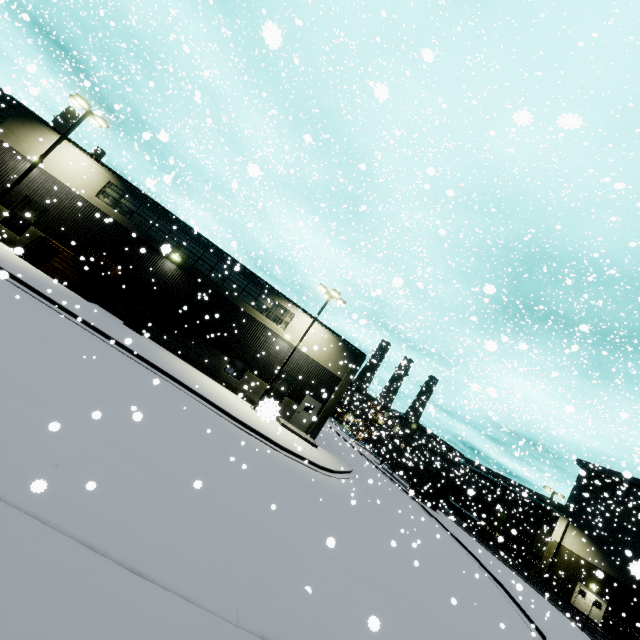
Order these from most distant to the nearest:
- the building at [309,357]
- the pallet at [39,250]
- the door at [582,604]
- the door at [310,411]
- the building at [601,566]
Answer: the door at [582,604], the building at [601,566], the door at [310,411], the building at [309,357], the pallet at [39,250]

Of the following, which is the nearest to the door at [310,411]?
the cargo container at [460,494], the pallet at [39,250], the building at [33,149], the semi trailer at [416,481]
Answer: the building at [33,149]

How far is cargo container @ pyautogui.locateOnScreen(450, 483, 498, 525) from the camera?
40.69m

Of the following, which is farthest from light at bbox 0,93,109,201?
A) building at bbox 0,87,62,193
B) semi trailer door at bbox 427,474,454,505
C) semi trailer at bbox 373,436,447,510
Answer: semi trailer door at bbox 427,474,454,505

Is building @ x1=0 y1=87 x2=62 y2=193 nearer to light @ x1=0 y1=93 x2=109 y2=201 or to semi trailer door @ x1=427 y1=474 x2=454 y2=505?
light @ x1=0 y1=93 x2=109 y2=201

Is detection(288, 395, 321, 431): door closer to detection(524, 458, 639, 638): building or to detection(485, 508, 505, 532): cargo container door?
detection(524, 458, 639, 638): building

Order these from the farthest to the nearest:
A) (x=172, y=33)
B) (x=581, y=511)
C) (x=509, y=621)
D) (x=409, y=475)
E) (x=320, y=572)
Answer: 1. (x=581, y=511)
2. (x=409, y=475)
3. (x=172, y=33)
4. (x=509, y=621)
5. (x=320, y=572)

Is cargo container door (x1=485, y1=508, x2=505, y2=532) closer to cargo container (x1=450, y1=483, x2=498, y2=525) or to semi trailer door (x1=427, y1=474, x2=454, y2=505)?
cargo container (x1=450, y1=483, x2=498, y2=525)
